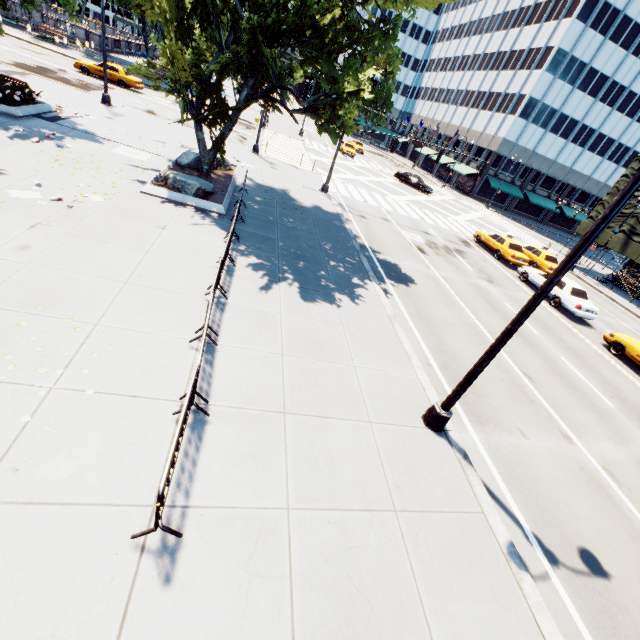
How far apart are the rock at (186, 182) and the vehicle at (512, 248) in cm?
1989

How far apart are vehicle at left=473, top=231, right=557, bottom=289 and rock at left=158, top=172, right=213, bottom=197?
19.9 meters

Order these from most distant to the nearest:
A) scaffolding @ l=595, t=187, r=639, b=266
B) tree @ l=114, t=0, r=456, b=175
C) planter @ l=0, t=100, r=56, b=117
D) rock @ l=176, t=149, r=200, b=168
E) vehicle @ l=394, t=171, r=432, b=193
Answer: vehicle @ l=394, t=171, r=432, b=193
scaffolding @ l=595, t=187, r=639, b=266
rock @ l=176, t=149, r=200, b=168
planter @ l=0, t=100, r=56, b=117
tree @ l=114, t=0, r=456, b=175

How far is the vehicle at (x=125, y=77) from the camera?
28.4 meters

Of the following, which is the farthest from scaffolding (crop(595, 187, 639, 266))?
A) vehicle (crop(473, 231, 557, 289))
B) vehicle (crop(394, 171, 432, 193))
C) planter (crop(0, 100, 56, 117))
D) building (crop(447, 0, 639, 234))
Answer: planter (crop(0, 100, 56, 117))

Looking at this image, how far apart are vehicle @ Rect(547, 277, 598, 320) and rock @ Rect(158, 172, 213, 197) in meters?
19.2

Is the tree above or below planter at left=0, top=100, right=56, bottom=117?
above

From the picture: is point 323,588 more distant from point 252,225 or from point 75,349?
point 252,225
